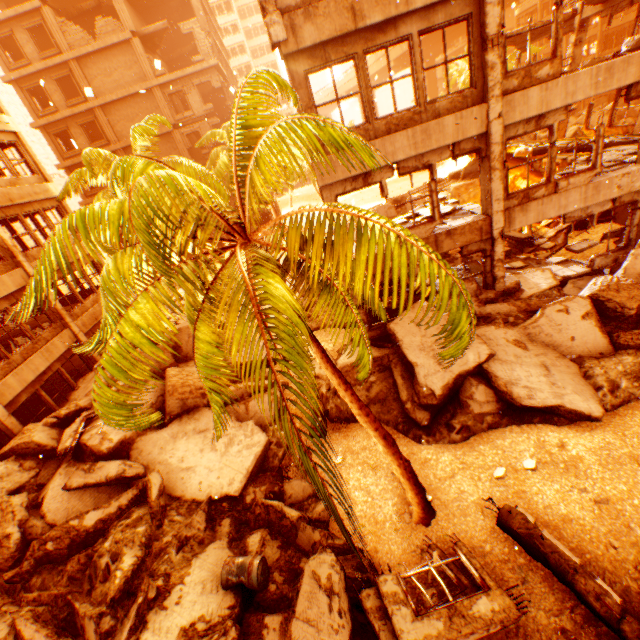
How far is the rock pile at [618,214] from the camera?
13.4 meters

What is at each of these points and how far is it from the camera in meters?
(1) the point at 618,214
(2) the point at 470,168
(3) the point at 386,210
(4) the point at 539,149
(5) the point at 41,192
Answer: (1) rock pile, 13.8
(2) rock pile, 23.8
(3) rock pile, 24.4
(4) floor rubble, 14.6
(5) wall corner piece, 15.5

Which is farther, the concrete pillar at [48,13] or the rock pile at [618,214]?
the concrete pillar at [48,13]

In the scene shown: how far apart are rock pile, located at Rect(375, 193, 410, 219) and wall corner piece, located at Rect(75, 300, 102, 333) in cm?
1973

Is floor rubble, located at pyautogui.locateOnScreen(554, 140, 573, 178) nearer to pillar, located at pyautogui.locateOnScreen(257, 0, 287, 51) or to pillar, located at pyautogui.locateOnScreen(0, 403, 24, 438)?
pillar, located at pyautogui.locateOnScreen(257, 0, 287, 51)

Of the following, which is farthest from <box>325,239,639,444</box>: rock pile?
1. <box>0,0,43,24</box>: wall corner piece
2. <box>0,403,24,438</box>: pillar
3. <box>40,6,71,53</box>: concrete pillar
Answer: <box>0,0,43,24</box>: wall corner piece

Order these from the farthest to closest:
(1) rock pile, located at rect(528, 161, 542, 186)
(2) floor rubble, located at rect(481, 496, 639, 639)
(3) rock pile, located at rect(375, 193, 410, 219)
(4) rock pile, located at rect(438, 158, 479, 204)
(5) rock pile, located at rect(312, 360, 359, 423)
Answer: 1. (3) rock pile, located at rect(375, 193, 410, 219)
2. (4) rock pile, located at rect(438, 158, 479, 204)
3. (1) rock pile, located at rect(528, 161, 542, 186)
4. (5) rock pile, located at rect(312, 360, 359, 423)
5. (2) floor rubble, located at rect(481, 496, 639, 639)

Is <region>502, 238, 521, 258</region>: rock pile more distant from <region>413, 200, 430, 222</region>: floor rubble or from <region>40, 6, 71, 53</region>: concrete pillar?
<region>40, 6, 71, 53</region>: concrete pillar
